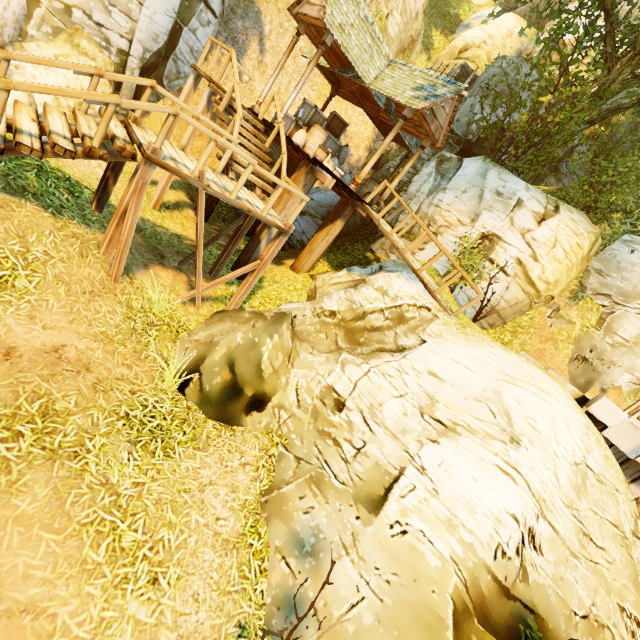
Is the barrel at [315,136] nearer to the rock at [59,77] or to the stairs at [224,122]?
the stairs at [224,122]

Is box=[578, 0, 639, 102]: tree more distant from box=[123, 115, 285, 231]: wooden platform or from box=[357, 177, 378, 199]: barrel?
box=[123, 115, 285, 231]: wooden platform

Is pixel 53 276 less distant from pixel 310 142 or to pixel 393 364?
pixel 393 364

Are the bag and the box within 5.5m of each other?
yes

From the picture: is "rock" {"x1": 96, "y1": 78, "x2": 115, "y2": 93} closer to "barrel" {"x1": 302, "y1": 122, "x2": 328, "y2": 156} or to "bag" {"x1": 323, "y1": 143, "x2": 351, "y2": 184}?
"barrel" {"x1": 302, "y1": 122, "x2": 328, "y2": 156}

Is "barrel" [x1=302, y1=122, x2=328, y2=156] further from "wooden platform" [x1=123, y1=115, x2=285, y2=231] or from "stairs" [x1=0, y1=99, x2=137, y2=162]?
"stairs" [x1=0, y1=99, x2=137, y2=162]

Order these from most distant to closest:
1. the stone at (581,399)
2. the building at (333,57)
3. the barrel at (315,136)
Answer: the barrel at (315,136) < the building at (333,57) < the stone at (581,399)

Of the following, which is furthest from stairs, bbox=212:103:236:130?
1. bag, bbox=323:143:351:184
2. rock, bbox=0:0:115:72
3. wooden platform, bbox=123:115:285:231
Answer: rock, bbox=0:0:115:72
